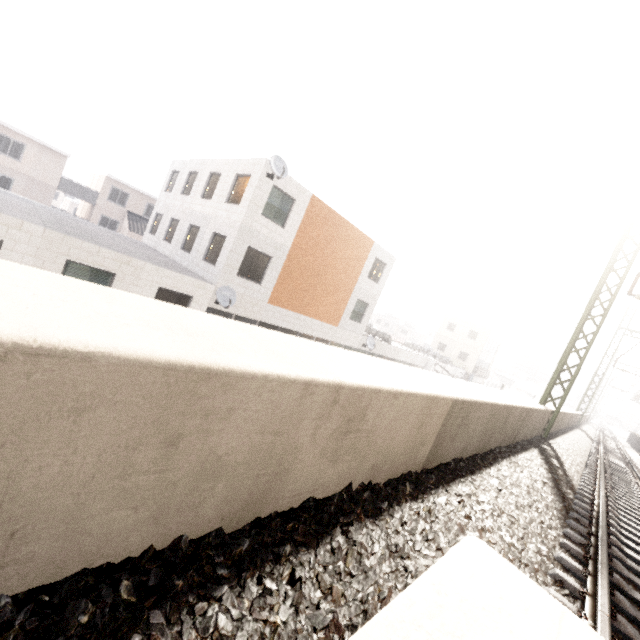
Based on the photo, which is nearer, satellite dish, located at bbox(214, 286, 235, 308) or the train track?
the train track

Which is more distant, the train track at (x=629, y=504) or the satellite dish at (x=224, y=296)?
the satellite dish at (x=224, y=296)

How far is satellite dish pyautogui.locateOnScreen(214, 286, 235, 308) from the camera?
14.02m

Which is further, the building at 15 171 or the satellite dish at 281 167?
the building at 15 171

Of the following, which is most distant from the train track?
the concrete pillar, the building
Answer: the building

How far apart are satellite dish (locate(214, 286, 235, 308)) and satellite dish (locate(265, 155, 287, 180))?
5.17m

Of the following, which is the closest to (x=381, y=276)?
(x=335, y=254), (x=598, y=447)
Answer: (x=335, y=254)

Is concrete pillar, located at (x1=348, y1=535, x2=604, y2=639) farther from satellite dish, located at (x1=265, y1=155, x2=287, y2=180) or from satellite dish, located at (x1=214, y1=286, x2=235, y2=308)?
satellite dish, located at (x1=265, y1=155, x2=287, y2=180)
